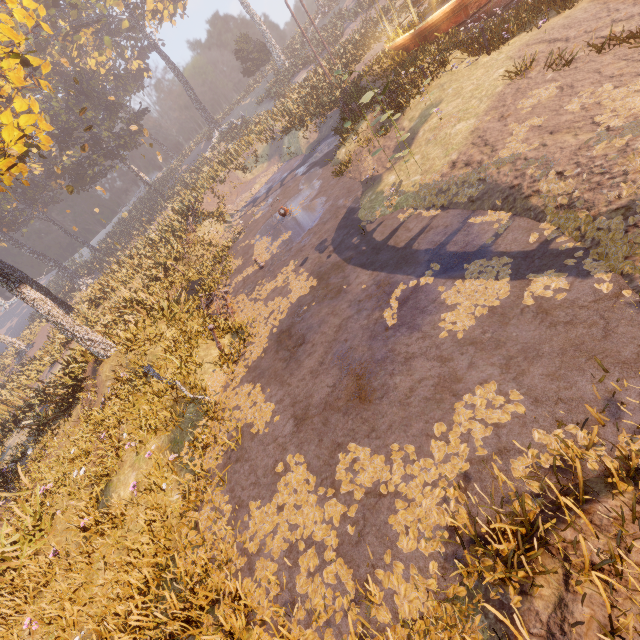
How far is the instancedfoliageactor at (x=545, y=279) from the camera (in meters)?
4.65

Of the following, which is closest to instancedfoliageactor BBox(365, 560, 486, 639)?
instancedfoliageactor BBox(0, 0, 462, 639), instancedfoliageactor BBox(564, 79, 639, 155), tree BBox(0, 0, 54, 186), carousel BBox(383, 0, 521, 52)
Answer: instancedfoliageactor BBox(564, 79, 639, 155)

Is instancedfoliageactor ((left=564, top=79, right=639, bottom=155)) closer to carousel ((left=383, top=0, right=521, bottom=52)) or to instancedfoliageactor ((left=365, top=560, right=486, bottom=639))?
instancedfoliageactor ((left=365, top=560, right=486, bottom=639))

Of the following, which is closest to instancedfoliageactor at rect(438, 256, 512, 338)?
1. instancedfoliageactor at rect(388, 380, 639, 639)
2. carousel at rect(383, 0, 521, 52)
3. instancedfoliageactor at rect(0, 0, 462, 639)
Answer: instancedfoliageactor at rect(388, 380, 639, 639)

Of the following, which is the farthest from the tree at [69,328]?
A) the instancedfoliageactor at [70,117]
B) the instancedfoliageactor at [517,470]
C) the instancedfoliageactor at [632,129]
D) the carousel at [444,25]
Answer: the carousel at [444,25]

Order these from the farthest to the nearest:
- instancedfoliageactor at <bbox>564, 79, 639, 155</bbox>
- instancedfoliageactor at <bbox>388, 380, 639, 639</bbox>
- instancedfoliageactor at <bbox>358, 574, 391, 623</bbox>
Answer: instancedfoliageactor at <bbox>564, 79, 639, 155</bbox>, instancedfoliageactor at <bbox>358, 574, 391, 623</bbox>, instancedfoliageactor at <bbox>388, 380, 639, 639</bbox>

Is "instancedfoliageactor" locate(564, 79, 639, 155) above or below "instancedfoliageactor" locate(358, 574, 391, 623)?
above

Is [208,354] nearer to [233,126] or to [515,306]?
[515,306]
